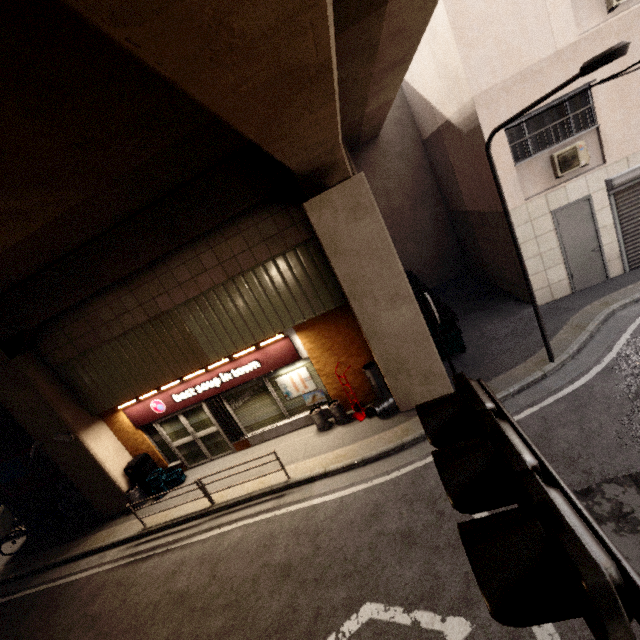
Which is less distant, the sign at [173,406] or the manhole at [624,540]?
the manhole at [624,540]

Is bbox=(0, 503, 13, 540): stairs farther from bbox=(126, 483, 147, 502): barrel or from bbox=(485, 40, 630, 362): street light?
bbox=(485, 40, 630, 362): street light

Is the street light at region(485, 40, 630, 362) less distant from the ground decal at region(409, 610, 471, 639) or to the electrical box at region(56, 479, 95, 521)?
the ground decal at region(409, 610, 471, 639)

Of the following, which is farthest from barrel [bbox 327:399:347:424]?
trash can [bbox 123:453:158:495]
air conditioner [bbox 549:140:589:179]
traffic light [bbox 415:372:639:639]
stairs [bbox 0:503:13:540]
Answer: stairs [bbox 0:503:13:540]

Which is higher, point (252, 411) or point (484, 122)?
point (484, 122)

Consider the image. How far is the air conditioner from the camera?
8.0 meters

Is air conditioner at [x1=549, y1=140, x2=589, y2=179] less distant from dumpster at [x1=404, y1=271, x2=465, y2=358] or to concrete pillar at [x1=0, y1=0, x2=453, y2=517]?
dumpster at [x1=404, y1=271, x2=465, y2=358]

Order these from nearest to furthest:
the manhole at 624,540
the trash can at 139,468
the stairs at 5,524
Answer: the manhole at 624,540 → the trash can at 139,468 → the stairs at 5,524
